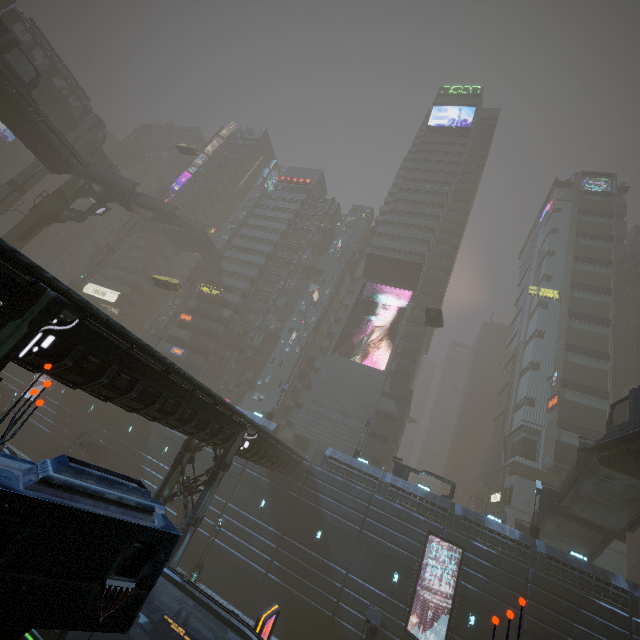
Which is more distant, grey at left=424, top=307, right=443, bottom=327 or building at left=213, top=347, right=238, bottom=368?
building at left=213, top=347, right=238, bottom=368

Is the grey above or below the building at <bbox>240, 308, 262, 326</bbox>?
above

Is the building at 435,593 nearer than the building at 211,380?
Yes

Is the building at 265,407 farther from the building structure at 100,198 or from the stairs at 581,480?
the stairs at 581,480

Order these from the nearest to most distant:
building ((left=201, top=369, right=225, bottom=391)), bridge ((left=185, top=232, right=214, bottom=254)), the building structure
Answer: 1. the building structure
2. building ((left=201, top=369, right=225, bottom=391))
3. bridge ((left=185, top=232, right=214, bottom=254))

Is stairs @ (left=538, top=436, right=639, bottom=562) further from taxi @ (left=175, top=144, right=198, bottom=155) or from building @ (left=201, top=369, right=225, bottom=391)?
taxi @ (left=175, top=144, right=198, bottom=155)

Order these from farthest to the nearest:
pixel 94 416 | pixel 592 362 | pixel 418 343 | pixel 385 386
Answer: pixel 418 343 → pixel 385 386 → pixel 592 362 → pixel 94 416

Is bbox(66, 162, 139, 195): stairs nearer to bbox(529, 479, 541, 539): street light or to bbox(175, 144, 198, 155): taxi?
bbox(175, 144, 198, 155): taxi
